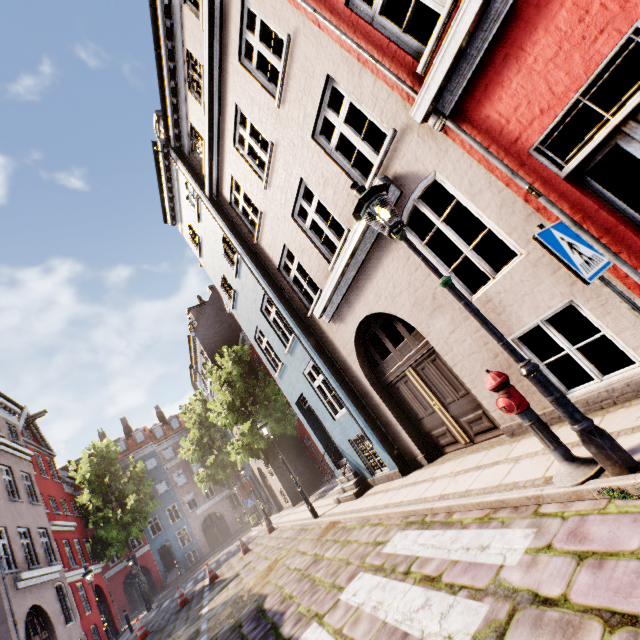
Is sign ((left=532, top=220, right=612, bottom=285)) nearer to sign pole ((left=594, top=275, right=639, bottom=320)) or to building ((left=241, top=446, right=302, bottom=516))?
sign pole ((left=594, top=275, right=639, bottom=320))

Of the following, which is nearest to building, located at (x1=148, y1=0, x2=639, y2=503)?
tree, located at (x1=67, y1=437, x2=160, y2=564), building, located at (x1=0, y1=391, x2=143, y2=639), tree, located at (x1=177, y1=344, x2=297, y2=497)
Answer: tree, located at (x1=177, y1=344, x2=297, y2=497)

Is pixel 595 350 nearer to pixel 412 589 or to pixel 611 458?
pixel 611 458

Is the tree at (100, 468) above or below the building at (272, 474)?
above

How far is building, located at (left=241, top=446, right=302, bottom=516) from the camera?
19.6 meters

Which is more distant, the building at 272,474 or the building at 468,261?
the building at 272,474

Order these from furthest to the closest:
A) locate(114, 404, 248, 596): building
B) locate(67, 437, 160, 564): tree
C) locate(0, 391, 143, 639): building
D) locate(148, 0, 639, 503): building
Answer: locate(114, 404, 248, 596): building → locate(67, 437, 160, 564): tree → locate(0, 391, 143, 639): building → locate(148, 0, 639, 503): building

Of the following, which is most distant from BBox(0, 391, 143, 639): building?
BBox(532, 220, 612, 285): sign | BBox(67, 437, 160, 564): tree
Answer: BBox(532, 220, 612, 285): sign
